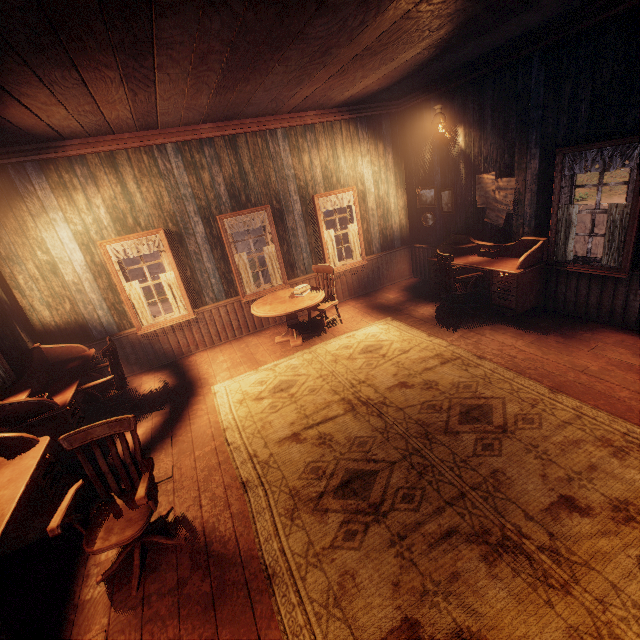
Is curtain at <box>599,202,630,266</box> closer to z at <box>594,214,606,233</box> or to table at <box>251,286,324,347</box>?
table at <box>251,286,324,347</box>

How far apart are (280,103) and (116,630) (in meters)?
6.48

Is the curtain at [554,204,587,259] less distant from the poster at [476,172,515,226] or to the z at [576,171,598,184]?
A: the poster at [476,172,515,226]

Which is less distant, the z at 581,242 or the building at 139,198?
the building at 139,198

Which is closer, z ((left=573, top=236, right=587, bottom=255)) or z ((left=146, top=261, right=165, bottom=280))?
z ((left=573, top=236, right=587, bottom=255))

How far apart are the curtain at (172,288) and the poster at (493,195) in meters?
5.8

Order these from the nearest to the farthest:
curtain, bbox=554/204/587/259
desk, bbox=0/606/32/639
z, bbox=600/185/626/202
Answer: desk, bbox=0/606/32/639 < curtain, bbox=554/204/587/259 < z, bbox=600/185/626/202

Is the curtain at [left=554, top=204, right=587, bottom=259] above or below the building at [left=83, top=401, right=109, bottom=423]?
above
